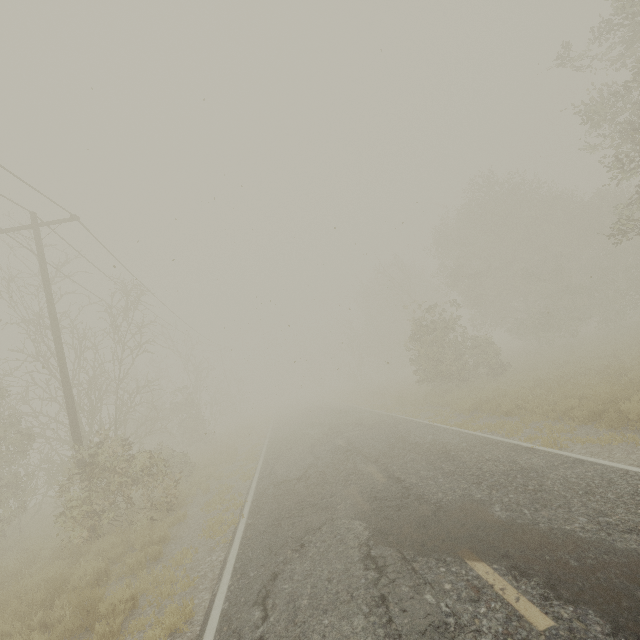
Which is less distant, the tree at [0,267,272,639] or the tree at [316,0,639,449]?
the tree at [0,267,272,639]

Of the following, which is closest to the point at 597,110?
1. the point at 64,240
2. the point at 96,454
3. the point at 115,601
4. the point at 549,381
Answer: the point at 549,381

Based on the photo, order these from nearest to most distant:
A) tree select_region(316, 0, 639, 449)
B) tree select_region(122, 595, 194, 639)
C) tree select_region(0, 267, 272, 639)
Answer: tree select_region(122, 595, 194, 639) → tree select_region(0, 267, 272, 639) → tree select_region(316, 0, 639, 449)

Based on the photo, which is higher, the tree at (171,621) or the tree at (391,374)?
the tree at (391,374)

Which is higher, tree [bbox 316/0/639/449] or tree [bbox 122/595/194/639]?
tree [bbox 316/0/639/449]

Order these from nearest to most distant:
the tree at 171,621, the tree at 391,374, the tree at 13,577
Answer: the tree at 171,621, the tree at 13,577, the tree at 391,374
